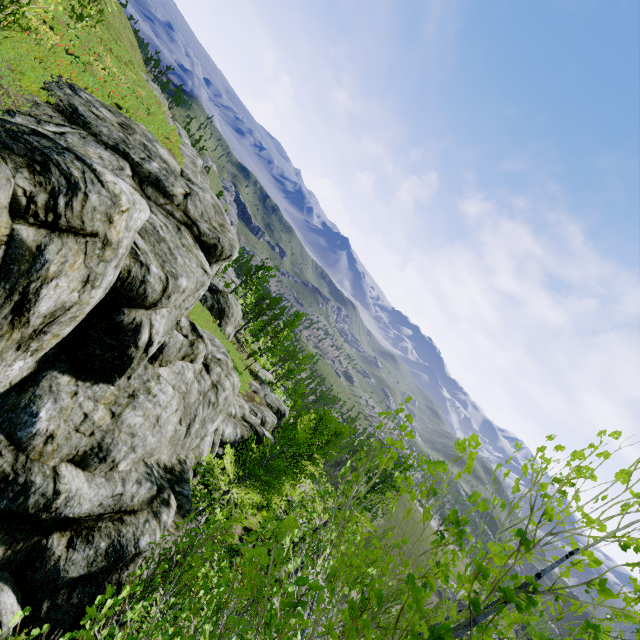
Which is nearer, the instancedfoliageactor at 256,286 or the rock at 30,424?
the rock at 30,424

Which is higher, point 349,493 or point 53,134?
point 349,493

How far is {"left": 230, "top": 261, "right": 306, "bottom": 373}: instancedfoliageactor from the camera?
27.9 meters

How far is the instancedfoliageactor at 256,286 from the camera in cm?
2788

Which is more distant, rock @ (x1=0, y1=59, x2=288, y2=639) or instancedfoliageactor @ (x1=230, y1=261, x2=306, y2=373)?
instancedfoliageactor @ (x1=230, y1=261, x2=306, y2=373)
